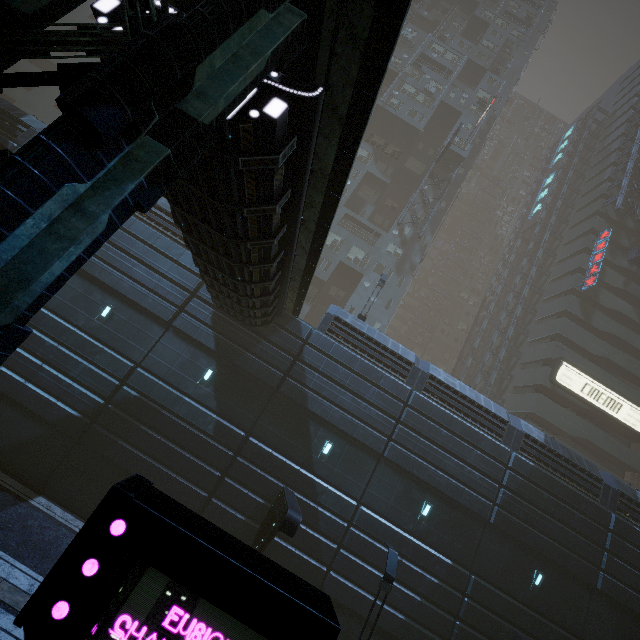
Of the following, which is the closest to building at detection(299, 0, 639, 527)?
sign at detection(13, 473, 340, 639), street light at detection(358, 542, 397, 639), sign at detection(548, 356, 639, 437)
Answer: sign at detection(548, 356, 639, 437)

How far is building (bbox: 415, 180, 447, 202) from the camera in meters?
37.8

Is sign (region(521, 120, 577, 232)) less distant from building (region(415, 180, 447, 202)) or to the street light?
building (region(415, 180, 447, 202))

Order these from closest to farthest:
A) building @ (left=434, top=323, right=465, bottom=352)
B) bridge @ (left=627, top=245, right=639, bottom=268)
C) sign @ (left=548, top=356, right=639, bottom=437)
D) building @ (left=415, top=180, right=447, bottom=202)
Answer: sign @ (left=548, top=356, right=639, bottom=437)
bridge @ (left=627, top=245, right=639, bottom=268)
building @ (left=415, top=180, right=447, bottom=202)
building @ (left=434, top=323, right=465, bottom=352)

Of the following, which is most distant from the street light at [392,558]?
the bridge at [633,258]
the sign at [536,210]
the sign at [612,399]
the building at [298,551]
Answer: the sign at [536,210]

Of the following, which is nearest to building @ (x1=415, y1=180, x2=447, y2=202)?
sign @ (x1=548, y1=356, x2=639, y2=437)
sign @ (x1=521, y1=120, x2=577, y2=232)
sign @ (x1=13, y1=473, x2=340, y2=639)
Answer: sign @ (x1=548, y1=356, x2=639, y2=437)

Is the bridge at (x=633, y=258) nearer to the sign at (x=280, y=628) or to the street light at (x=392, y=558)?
the street light at (x=392, y=558)

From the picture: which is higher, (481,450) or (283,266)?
(283,266)
